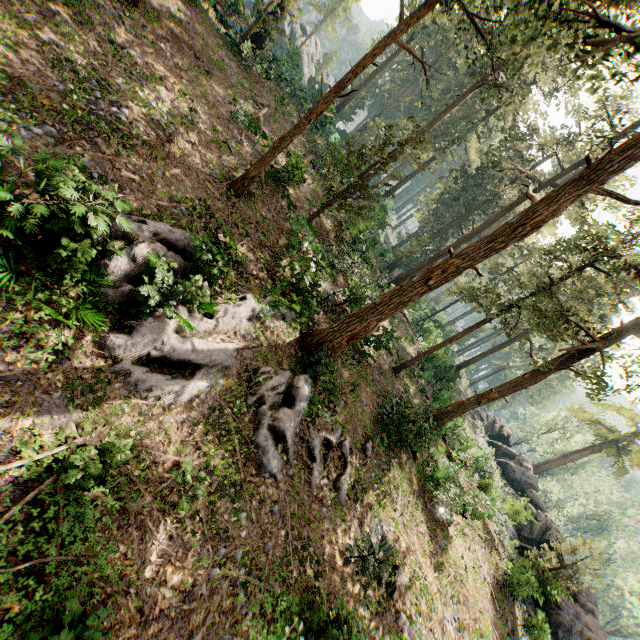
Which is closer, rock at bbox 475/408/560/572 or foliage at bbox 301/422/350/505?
foliage at bbox 301/422/350/505

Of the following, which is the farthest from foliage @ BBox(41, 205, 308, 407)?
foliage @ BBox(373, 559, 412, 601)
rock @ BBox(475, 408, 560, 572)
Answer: foliage @ BBox(373, 559, 412, 601)

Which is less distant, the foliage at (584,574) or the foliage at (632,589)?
the foliage at (584,574)

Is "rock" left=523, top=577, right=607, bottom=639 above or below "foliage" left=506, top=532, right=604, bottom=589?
below

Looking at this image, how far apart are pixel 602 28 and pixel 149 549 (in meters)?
16.82

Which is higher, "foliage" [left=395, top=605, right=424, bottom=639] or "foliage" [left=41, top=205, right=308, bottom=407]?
"foliage" [left=41, top=205, right=308, bottom=407]
